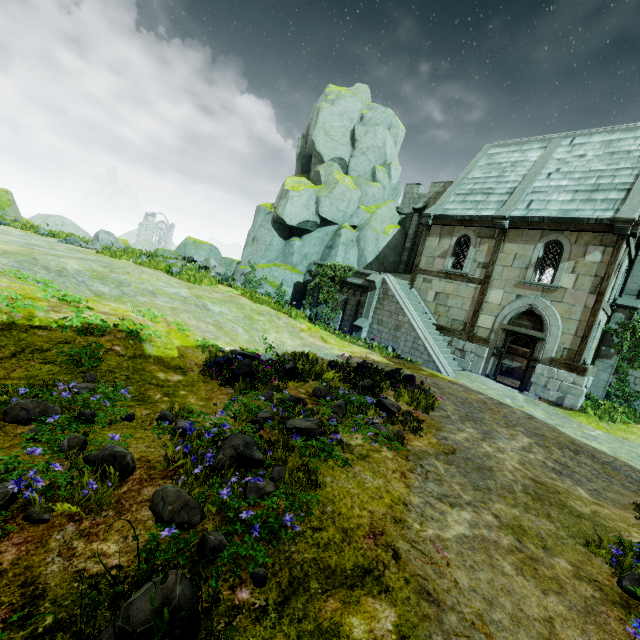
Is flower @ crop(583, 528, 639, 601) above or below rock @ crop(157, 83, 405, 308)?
below

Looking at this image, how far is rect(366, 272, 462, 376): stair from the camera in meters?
14.6

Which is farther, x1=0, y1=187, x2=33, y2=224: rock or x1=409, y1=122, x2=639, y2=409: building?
x1=0, y1=187, x2=33, y2=224: rock

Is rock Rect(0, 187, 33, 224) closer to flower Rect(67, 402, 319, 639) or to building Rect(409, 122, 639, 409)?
building Rect(409, 122, 639, 409)

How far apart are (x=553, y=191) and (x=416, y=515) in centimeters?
1676cm

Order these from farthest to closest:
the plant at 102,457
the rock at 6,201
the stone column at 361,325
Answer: the rock at 6,201 < the stone column at 361,325 < the plant at 102,457

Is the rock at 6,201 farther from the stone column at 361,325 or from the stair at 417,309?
the stone column at 361,325
